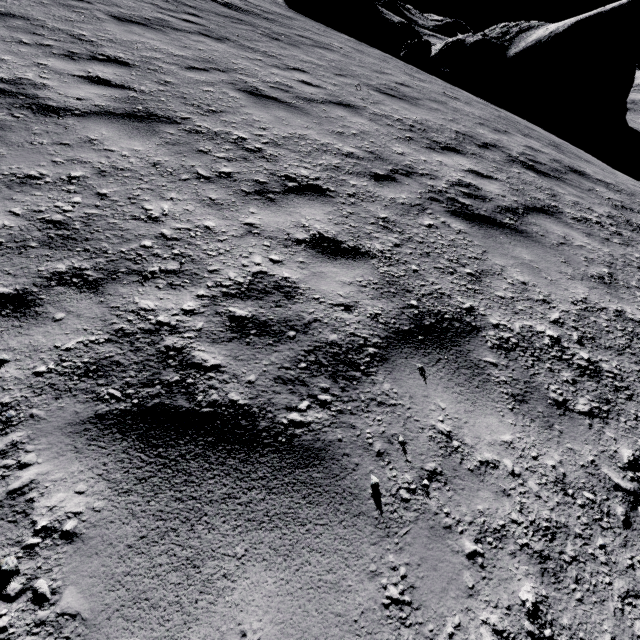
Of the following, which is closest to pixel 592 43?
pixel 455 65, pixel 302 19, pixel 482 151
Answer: pixel 455 65
